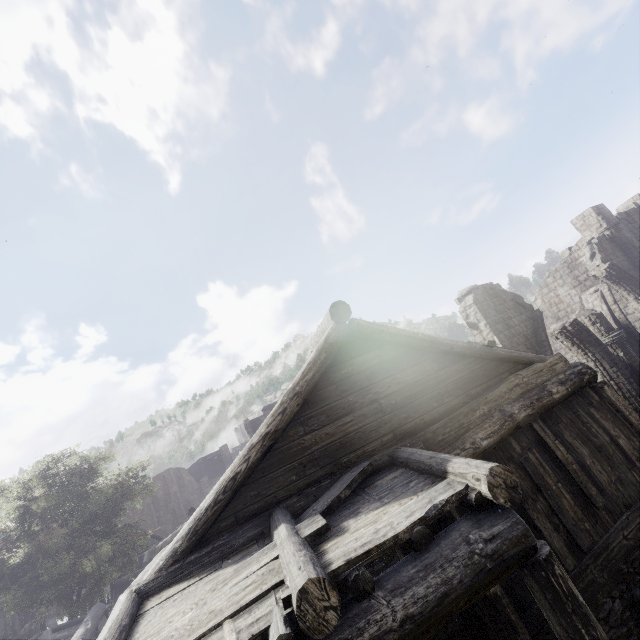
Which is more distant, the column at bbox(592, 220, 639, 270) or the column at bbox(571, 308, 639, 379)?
the column at bbox(592, 220, 639, 270)

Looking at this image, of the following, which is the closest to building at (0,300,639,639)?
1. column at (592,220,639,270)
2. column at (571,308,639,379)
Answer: column at (592,220,639,270)

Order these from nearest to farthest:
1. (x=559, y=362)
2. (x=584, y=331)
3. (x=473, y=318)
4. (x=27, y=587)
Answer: (x=559, y=362), (x=473, y=318), (x=584, y=331), (x=27, y=587)

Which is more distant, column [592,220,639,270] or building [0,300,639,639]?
column [592,220,639,270]

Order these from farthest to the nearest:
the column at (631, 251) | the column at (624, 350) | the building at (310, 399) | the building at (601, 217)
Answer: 1. the building at (601, 217)
2. the column at (631, 251)
3. the column at (624, 350)
4. the building at (310, 399)

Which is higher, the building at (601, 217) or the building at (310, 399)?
the building at (601, 217)
